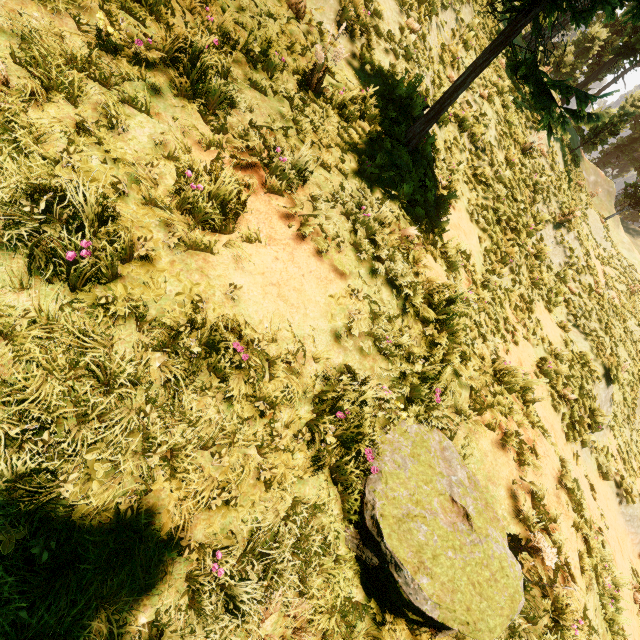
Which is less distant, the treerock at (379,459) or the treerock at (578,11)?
the treerock at (379,459)

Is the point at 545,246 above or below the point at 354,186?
above

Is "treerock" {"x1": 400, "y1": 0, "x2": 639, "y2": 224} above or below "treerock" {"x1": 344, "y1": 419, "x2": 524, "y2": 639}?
above

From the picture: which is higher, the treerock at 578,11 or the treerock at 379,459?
the treerock at 578,11

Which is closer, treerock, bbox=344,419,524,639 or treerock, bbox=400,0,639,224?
treerock, bbox=344,419,524,639
